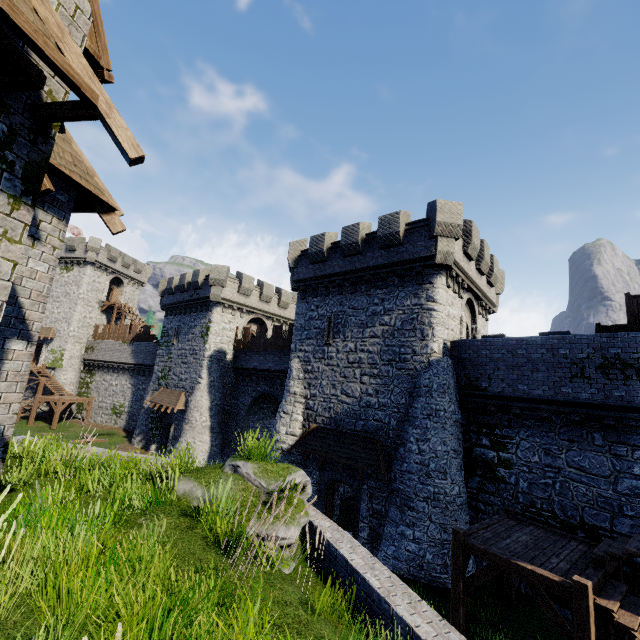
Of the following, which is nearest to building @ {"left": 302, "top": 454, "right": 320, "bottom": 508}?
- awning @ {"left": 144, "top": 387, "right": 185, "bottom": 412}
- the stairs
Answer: awning @ {"left": 144, "top": 387, "right": 185, "bottom": 412}

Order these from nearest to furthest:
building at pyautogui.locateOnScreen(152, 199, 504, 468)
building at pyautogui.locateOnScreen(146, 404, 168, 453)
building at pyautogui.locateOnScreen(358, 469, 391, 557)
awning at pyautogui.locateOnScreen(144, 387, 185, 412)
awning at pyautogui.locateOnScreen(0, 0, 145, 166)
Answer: awning at pyautogui.locateOnScreen(0, 0, 145, 166), building at pyautogui.locateOnScreen(358, 469, 391, 557), building at pyautogui.locateOnScreen(152, 199, 504, 468), awning at pyautogui.locateOnScreen(144, 387, 185, 412), building at pyautogui.locateOnScreen(146, 404, 168, 453)

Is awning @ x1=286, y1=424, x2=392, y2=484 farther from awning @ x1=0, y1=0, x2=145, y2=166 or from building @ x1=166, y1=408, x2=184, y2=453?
awning @ x1=0, y1=0, x2=145, y2=166

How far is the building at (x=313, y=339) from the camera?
15.9m

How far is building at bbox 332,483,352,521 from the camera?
18.56m

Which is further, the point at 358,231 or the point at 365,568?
the point at 358,231

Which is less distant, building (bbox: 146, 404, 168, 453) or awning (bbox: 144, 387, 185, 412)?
awning (bbox: 144, 387, 185, 412)
